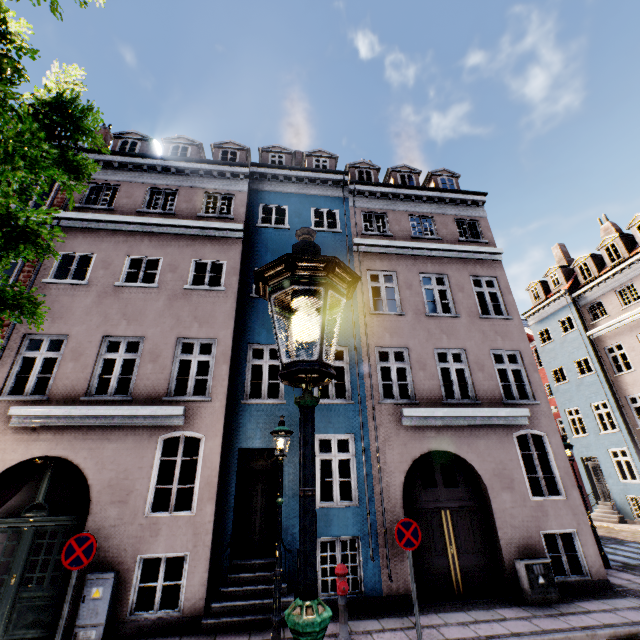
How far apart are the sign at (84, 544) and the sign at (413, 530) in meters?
5.6

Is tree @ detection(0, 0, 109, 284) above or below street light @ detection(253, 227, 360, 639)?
above

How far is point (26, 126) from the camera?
2.5 meters

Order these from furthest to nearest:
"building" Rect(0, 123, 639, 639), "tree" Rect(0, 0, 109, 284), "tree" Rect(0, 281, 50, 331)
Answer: "building" Rect(0, 123, 639, 639), "tree" Rect(0, 281, 50, 331), "tree" Rect(0, 0, 109, 284)

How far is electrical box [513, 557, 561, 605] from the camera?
7.4 meters

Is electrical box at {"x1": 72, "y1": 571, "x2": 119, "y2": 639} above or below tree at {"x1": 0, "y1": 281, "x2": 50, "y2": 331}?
below

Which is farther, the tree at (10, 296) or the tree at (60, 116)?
the tree at (10, 296)

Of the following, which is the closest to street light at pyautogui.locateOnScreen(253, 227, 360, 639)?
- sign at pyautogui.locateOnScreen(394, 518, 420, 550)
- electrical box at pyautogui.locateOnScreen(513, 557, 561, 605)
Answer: sign at pyautogui.locateOnScreen(394, 518, 420, 550)
